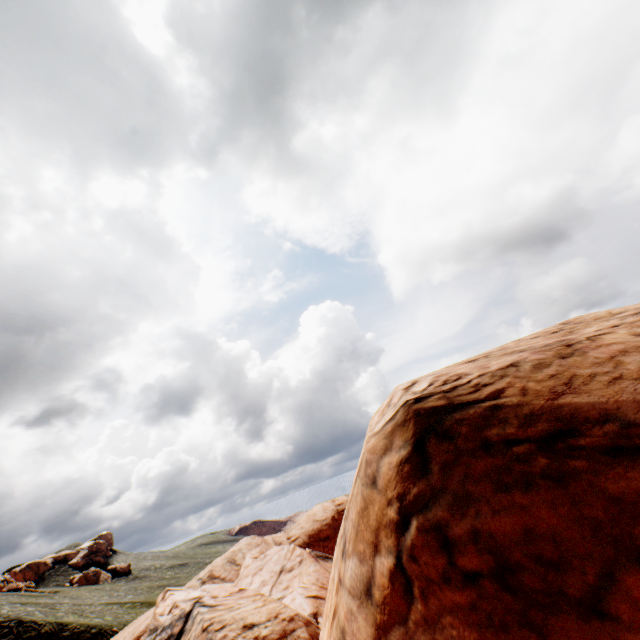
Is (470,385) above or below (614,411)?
above
